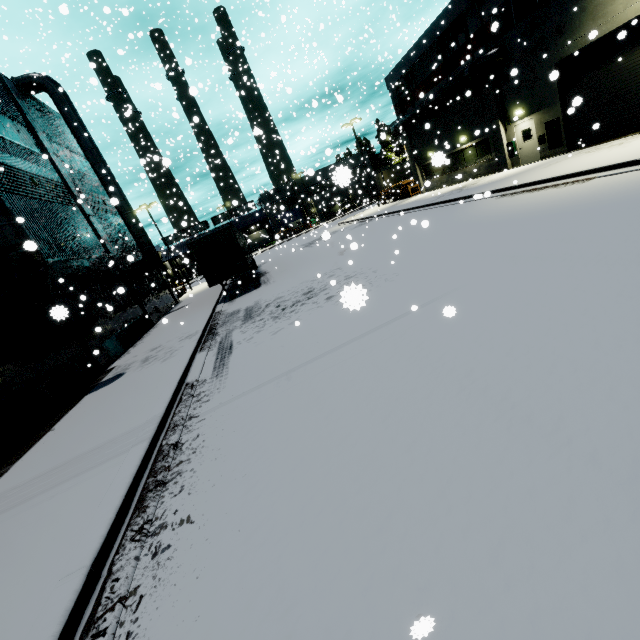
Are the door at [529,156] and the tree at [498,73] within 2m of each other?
yes

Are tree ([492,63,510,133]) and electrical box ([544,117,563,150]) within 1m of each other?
no

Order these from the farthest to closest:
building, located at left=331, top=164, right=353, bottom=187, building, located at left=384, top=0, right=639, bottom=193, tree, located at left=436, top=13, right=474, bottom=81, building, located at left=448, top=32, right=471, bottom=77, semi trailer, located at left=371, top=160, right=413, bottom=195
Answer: semi trailer, located at left=371, top=160, right=413, bottom=195 < building, located at left=448, top=32, right=471, bottom=77 < tree, located at left=436, top=13, right=474, bottom=81 < building, located at left=384, top=0, right=639, bottom=193 < building, located at left=331, top=164, right=353, bottom=187

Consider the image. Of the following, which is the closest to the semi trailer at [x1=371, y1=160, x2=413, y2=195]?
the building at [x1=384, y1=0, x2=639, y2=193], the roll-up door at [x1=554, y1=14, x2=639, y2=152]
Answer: the building at [x1=384, y1=0, x2=639, y2=193]

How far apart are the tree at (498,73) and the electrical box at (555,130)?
2.5m

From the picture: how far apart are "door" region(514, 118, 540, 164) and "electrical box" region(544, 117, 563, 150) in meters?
0.8 m

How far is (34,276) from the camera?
9.8 meters

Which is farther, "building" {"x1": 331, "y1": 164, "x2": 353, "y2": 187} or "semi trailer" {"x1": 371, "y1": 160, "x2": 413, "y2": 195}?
"semi trailer" {"x1": 371, "y1": 160, "x2": 413, "y2": 195}
